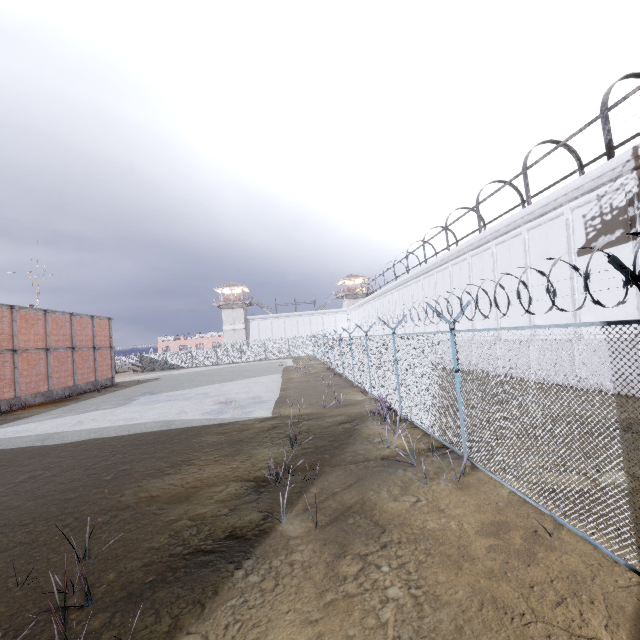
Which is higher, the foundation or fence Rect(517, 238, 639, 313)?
fence Rect(517, 238, 639, 313)

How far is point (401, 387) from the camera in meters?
10.7

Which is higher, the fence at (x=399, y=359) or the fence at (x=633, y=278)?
the fence at (x=633, y=278)

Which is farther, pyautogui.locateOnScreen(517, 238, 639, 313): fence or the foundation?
the foundation

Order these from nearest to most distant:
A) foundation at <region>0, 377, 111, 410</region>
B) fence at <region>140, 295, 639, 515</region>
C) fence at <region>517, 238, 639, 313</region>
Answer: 1. fence at <region>517, 238, 639, 313</region>
2. fence at <region>140, 295, 639, 515</region>
3. foundation at <region>0, 377, 111, 410</region>

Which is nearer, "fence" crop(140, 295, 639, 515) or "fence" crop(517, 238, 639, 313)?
"fence" crop(517, 238, 639, 313)

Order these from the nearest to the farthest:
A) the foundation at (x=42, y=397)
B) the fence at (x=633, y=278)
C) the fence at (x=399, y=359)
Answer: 1. the fence at (x=633, y=278)
2. the fence at (x=399, y=359)
3. the foundation at (x=42, y=397)
